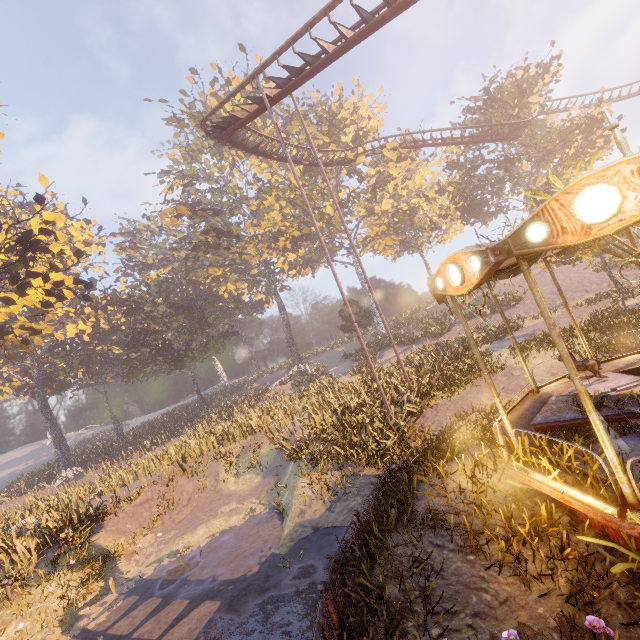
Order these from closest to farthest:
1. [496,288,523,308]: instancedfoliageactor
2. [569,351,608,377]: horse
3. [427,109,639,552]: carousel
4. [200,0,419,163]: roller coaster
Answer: [427,109,639,552]: carousel → [569,351,608,377]: horse → [200,0,419,163]: roller coaster → [496,288,523,308]: instancedfoliageactor

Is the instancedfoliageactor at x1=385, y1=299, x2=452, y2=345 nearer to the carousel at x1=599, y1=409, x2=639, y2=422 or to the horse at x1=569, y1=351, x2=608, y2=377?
the carousel at x1=599, y1=409, x2=639, y2=422

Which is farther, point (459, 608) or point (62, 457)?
point (62, 457)

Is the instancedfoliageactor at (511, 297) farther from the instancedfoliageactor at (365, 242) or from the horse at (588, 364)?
the horse at (588, 364)

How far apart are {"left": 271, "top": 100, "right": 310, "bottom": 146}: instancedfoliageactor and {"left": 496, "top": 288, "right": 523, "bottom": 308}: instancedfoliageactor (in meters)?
26.18

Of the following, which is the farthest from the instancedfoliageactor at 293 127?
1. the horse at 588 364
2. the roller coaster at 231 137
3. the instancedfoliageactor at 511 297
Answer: the horse at 588 364

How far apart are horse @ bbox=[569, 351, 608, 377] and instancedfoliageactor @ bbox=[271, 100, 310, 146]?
36.42m

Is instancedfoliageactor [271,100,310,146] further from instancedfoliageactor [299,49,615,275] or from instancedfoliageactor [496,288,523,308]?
instancedfoliageactor [496,288,523,308]
